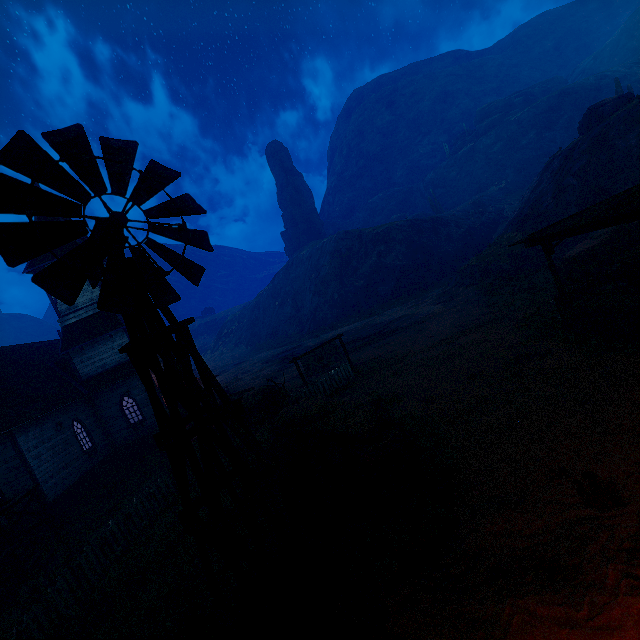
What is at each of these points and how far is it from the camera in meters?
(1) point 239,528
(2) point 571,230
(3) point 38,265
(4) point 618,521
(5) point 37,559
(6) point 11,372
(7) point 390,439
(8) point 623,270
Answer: (1) z, 8.5 m
(2) building, 9.4 m
(3) building, 20.1 m
(4) z, 4.8 m
(5) hanging platform, 11.0 m
(6) building, 19.1 m
(7) instancedfoliageactor, 7.5 m
(8) wooden box, 10.6 m

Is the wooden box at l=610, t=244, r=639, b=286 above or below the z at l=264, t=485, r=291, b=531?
above

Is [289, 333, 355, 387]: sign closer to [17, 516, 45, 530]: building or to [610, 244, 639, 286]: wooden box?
[17, 516, 45, 530]: building

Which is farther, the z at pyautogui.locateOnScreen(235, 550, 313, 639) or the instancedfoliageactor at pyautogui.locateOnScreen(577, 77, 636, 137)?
the instancedfoliageactor at pyautogui.locateOnScreen(577, 77, 636, 137)

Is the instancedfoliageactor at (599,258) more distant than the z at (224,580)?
Yes

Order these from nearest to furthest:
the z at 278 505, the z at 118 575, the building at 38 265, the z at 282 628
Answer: the z at 282 628 < the z at 118 575 < the z at 278 505 < the building at 38 265

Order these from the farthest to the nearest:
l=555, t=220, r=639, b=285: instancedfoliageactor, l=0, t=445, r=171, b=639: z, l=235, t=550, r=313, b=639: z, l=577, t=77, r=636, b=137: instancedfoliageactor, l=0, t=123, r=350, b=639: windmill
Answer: l=577, t=77, r=636, b=137: instancedfoliageactor < l=555, t=220, r=639, b=285: instancedfoliageactor < l=0, t=445, r=171, b=639: z < l=235, t=550, r=313, b=639: z < l=0, t=123, r=350, b=639: windmill

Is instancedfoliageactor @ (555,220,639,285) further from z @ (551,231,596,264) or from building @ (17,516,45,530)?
building @ (17,516,45,530)
